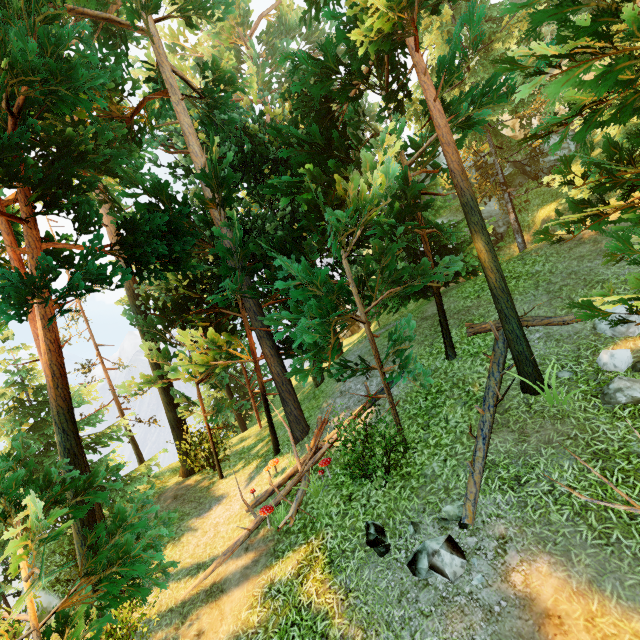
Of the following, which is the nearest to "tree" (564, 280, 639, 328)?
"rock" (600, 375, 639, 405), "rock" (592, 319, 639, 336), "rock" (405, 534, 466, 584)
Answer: "rock" (600, 375, 639, 405)

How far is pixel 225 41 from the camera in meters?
24.8

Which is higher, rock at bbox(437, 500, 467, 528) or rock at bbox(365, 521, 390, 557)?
rock at bbox(437, 500, 467, 528)

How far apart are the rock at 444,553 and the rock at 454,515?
0.2m

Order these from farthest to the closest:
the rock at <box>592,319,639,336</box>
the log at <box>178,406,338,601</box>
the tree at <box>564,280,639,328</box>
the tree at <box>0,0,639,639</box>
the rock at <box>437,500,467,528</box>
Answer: the log at <box>178,406,338,601</box> → the rock at <box>592,319,639,336</box> → the rock at <box>437,500,467,528</box> → the tree at <box>0,0,639,639</box> → the tree at <box>564,280,639,328</box>

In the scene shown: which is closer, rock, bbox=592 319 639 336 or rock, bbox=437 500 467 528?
rock, bbox=437 500 467 528

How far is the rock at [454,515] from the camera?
5.90m

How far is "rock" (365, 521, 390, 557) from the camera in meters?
6.3
